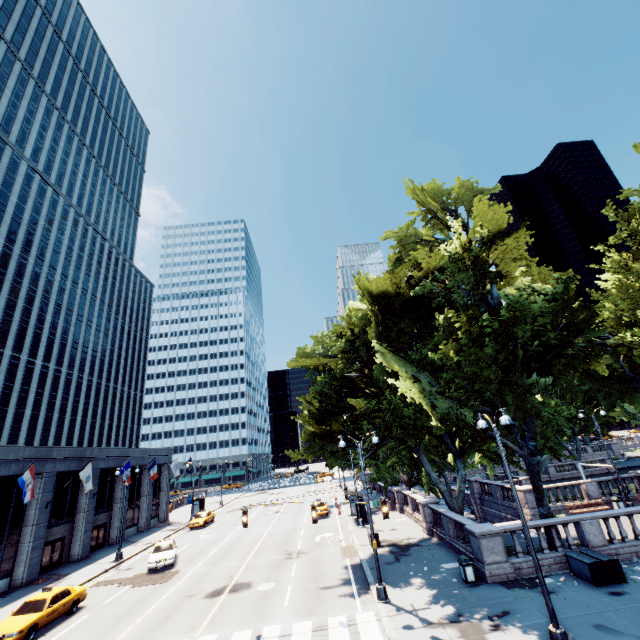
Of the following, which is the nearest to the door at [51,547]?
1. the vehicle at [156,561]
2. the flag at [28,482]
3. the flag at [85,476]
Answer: the flag at [85,476]

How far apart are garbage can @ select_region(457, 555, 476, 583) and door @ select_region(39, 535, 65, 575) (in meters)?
32.71

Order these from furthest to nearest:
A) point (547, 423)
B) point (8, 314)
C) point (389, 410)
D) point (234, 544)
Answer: point (547, 423)
point (8, 314)
point (234, 544)
point (389, 410)

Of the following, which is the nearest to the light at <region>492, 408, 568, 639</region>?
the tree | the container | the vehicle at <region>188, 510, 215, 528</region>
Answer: the tree

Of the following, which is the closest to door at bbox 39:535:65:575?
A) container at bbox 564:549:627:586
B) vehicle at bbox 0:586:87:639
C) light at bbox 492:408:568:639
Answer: vehicle at bbox 0:586:87:639

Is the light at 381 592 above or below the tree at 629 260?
below

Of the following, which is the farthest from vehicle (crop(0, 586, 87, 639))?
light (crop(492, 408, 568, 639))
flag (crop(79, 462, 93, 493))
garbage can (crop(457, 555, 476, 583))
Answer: garbage can (crop(457, 555, 476, 583))

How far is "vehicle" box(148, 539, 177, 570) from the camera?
24.0m
